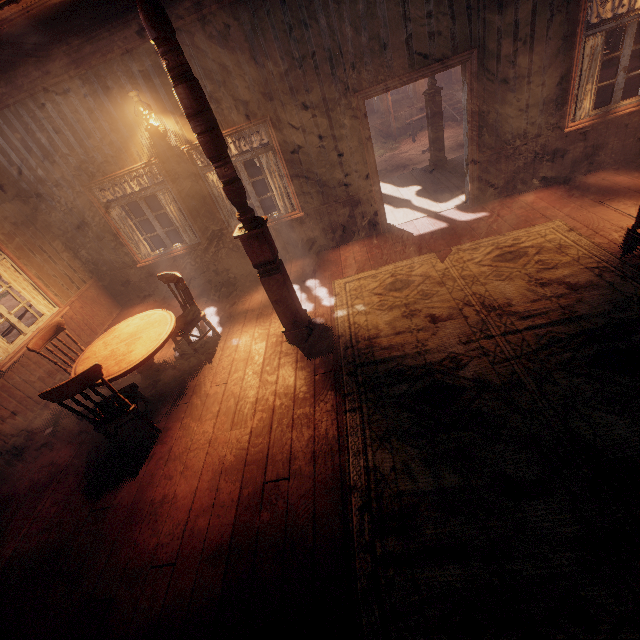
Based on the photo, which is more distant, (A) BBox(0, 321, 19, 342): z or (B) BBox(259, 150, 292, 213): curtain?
(A) BBox(0, 321, 19, 342): z

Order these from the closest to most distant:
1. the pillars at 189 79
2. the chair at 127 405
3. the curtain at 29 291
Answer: the pillars at 189 79 → the chair at 127 405 → the curtain at 29 291

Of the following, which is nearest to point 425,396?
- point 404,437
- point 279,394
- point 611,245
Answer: point 404,437

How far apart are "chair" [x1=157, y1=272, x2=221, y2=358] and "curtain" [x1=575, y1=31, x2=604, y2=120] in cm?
653

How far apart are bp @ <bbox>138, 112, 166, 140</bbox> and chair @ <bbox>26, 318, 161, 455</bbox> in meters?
3.8 m

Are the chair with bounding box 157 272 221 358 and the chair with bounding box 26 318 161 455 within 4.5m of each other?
yes

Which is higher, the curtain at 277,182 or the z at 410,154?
the curtain at 277,182

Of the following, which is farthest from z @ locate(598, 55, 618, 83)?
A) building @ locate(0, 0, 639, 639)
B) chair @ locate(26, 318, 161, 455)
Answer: chair @ locate(26, 318, 161, 455)
